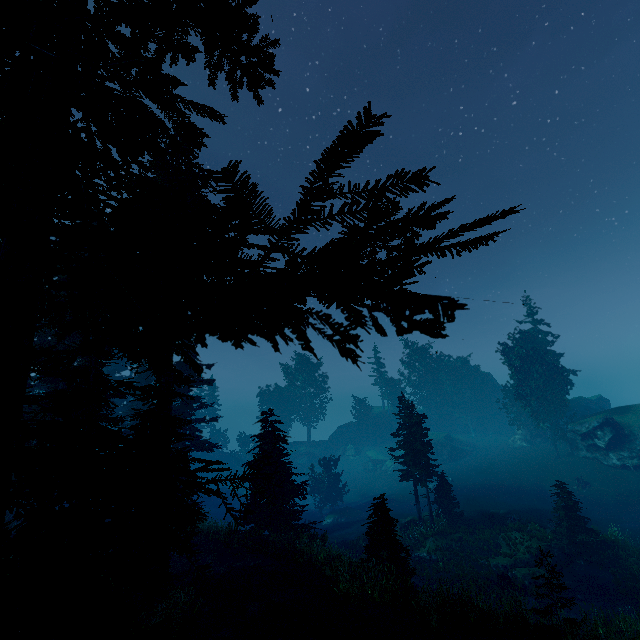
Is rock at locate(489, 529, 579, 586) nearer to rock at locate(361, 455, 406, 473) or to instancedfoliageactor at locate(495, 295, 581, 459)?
instancedfoliageactor at locate(495, 295, 581, 459)

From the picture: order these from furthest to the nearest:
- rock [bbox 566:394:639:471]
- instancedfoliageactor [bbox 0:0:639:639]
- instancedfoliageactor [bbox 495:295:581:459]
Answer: instancedfoliageactor [bbox 495:295:581:459] → rock [bbox 566:394:639:471] → instancedfoliageactor [bbox 0:0:639:639]

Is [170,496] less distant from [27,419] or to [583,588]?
[27,419]

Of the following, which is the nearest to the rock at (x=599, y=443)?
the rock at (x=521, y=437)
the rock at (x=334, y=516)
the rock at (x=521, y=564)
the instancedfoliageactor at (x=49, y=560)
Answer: the instancedfoliageactor at (x=49, y=560)

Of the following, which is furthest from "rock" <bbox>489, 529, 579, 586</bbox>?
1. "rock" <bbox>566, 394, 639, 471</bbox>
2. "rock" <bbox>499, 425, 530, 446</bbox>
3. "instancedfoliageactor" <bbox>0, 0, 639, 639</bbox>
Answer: "rock" <bbox>499, 425, 530, 446</bbox>

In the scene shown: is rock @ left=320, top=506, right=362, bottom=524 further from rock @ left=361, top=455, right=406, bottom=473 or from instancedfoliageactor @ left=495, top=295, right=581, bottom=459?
rock @ left=361, top=455, right=406, bottom=473

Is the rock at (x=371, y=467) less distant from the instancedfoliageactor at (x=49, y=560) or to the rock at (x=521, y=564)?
the instancedfoliageactor at (x=49, y=560)

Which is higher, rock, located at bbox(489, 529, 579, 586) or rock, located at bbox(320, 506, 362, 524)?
rock, located at bbox(489, 529, 579, 586)
